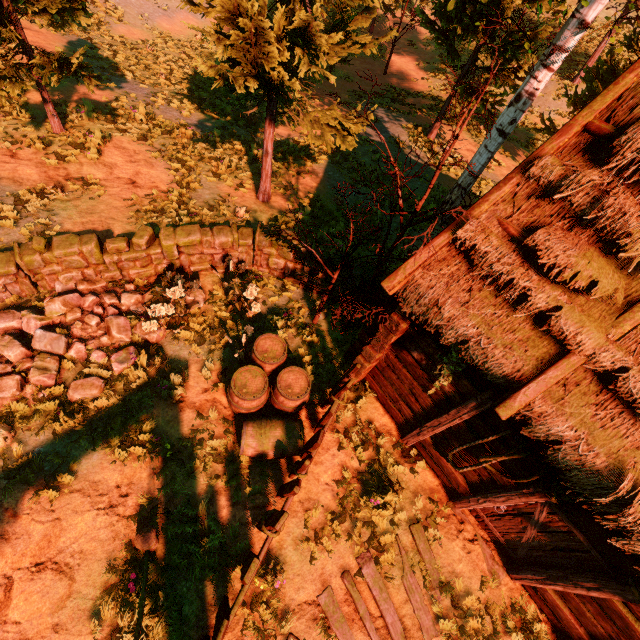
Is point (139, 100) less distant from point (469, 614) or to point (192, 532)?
point (192, 532)

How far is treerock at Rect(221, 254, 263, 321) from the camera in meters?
6.7

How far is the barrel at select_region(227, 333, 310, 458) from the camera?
5.4m

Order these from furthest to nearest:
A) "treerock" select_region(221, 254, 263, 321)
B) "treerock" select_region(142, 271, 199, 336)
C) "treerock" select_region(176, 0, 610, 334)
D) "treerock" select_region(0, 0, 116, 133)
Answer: "treerock" select_region(0, 0, 116, 133)
"treerock" select_region(221, 254, 263, 321)
"treerock" select_region(142, 271, 199, 336)
"treerock" select_region(176, 0, 610, 334)

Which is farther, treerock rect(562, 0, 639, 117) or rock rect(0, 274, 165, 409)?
treerock rect(562, 0, 639, 117)

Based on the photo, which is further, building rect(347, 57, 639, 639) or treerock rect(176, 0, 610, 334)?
treerock rect(176, 0, 610, 334)

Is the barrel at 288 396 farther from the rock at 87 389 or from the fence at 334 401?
the rock at 87 389

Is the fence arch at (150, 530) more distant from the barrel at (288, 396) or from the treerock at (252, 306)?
the barrel at (288, 396)
